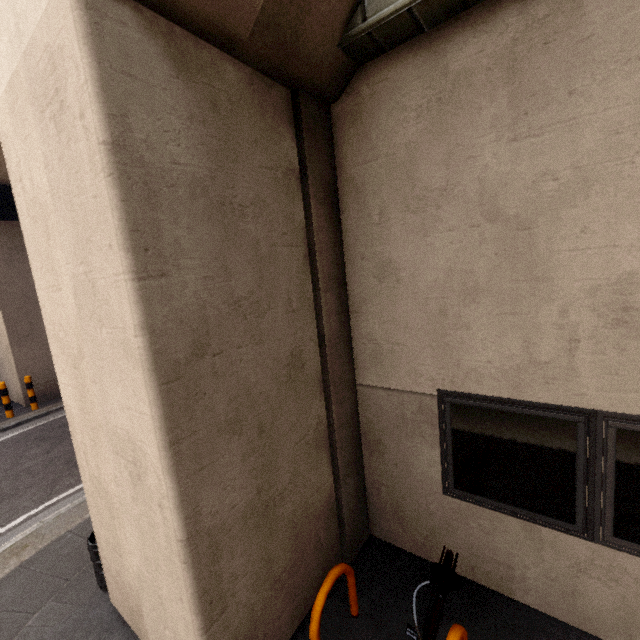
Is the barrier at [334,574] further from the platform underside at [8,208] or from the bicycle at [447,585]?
the platform underside at [8,208]

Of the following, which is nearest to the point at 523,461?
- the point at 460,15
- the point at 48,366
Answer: the point at 460,15

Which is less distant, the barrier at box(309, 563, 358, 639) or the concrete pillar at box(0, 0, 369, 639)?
the concrete pillar at box(0, 0, 369, 639)

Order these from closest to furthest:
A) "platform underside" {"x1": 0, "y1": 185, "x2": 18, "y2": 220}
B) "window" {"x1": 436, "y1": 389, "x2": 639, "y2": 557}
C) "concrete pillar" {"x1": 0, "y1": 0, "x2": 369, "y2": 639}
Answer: "concrete pillar" {"x1": 0, "y1": 0, "x2": 369, "y2": 639} → "window" {"x1": 436, "y1": 389, "x2": 639, "y2": 557} → "platform underside" {"x1": 0, "y1": 185, "x2": 18, "y2": 220}

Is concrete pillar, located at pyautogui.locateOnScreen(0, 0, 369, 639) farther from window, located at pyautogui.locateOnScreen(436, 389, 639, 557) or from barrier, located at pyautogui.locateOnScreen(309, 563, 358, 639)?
window, located at pyautogui.locateOnScreen(436, 389, 639, 557)

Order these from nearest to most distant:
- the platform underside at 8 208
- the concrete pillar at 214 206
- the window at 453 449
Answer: the concrete pillar at 214 206
the window at 453 449
the platform underside at 8 208

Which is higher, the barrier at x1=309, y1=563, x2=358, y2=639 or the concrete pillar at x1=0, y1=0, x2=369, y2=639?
the concrete pillar at x1=0, y1=0, x2=369, y2=639

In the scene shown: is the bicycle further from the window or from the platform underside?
the platform underside
